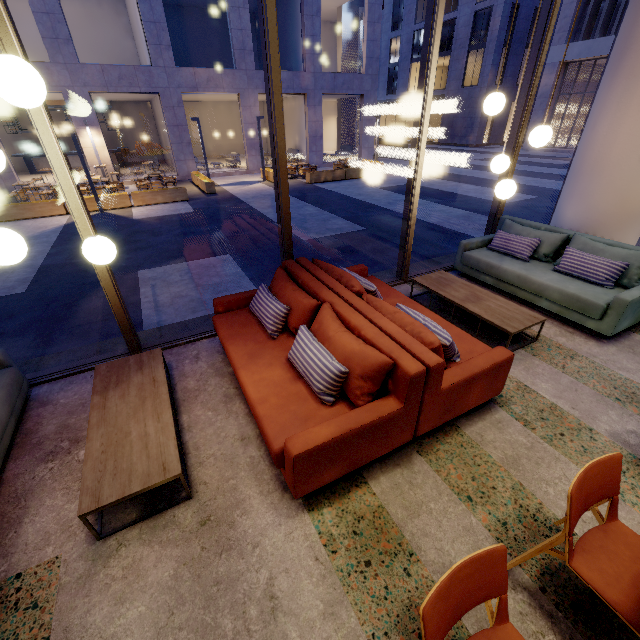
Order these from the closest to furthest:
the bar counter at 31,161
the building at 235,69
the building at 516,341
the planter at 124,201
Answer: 1. the building at 516,341
2. the planter at 124,201
3. the building at 235,69
4. the bar counter at 31,161

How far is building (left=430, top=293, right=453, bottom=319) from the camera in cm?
443

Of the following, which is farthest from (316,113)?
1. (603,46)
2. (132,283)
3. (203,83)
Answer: (603,46)

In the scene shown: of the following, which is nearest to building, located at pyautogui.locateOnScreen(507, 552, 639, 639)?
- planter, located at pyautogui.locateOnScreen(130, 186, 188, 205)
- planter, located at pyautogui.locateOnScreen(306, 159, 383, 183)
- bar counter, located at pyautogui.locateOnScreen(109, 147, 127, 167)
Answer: planter, located at pyautogui.locateOnScreen(130, 186, 188, 205)

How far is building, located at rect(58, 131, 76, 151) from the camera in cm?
2053

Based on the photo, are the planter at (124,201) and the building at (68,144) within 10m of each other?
no

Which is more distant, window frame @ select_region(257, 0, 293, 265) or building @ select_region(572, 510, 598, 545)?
window frame @ select_region(257, 0, 293, 265)

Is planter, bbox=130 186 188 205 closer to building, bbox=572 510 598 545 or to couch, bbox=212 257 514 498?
building, bbox=572 510 598 545
